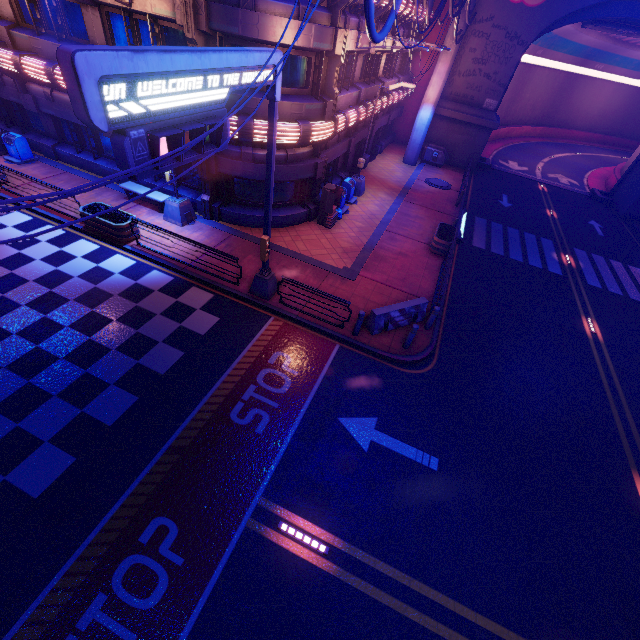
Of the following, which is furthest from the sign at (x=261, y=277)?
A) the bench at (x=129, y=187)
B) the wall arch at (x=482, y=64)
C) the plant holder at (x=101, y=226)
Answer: the wall arch at (x=482, y=64)

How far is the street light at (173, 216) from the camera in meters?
14.2 m

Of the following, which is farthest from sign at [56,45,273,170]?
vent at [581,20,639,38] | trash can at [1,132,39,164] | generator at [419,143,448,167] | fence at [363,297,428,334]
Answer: vent at [581,20,639,38]

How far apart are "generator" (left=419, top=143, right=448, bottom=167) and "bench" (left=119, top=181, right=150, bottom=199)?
21.93m

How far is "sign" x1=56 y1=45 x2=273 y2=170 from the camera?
4.0 meters

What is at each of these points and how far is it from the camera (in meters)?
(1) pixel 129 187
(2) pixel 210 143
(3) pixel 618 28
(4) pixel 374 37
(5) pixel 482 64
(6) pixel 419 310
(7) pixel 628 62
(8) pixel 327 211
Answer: (1) bench, 15.04
(2) sign, 6.56
(3) vent, 24.56
(4) cable, 7.30
(5) wall arch, 24.53
(6) fence, 12.16
(7) tunnel, 43.69
(8) atm, 16.12

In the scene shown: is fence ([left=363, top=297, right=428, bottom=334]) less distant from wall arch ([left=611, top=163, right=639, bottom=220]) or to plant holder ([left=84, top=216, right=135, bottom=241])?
plant holder ([left=84, top=216, right=135, bottom=241])

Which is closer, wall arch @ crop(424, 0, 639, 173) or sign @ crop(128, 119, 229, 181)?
sign @ crop(128, 119, 229, 181)
